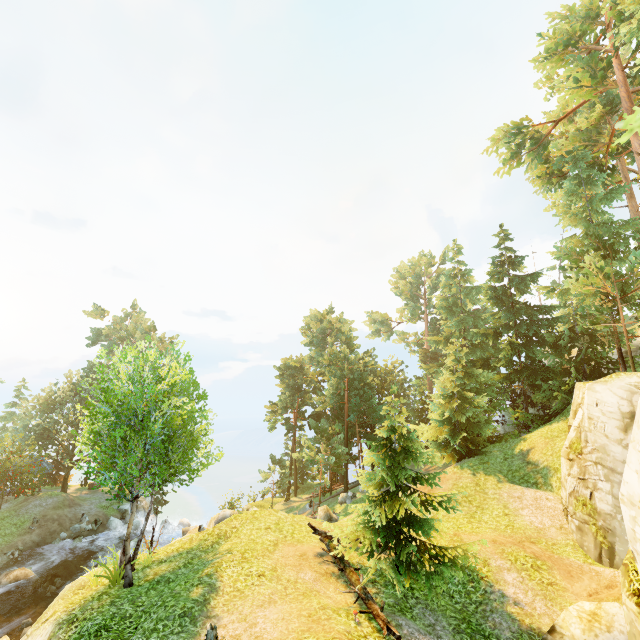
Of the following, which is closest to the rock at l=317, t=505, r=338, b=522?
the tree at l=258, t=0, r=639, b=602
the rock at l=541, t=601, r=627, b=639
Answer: the tree at l=258, t=0, r=639, b=602

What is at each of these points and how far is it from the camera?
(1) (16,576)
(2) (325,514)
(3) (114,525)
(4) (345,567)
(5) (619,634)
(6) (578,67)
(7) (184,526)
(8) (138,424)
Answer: (1) rock, 22.84m
(2) rock, 23.08m
(3) rock, 33.16m
(4) log, 11.60m
(5) rock, 8.09m
(6) tree, 19.69m
(7) rock, 33.69m
(8) tree, 12.45m

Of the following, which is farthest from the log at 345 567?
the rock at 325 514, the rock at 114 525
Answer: the rock at 114 525

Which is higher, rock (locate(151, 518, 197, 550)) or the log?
the log

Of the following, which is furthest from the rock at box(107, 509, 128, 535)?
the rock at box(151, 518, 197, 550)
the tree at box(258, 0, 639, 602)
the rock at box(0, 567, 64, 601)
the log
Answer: the log

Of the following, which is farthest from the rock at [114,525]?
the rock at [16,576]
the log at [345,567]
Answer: the log at [345,567]

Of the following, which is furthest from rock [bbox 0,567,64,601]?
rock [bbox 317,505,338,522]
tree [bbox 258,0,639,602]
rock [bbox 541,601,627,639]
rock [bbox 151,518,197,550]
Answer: rock [bbox 541,601,627,639]

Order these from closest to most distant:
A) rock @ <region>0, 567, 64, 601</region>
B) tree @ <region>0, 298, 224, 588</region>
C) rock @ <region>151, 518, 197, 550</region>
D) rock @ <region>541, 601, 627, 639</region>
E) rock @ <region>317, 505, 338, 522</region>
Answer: rock @ <region>541, 601, 627, 639</region> → tree @ <region>0, 298, 224, 588</region> → rock @ <region>0, 567, 64, 601</region> → rock @ <region>317, 505, 338, 522</region> → rock @ <region>151, 518, 197, 550</region>
